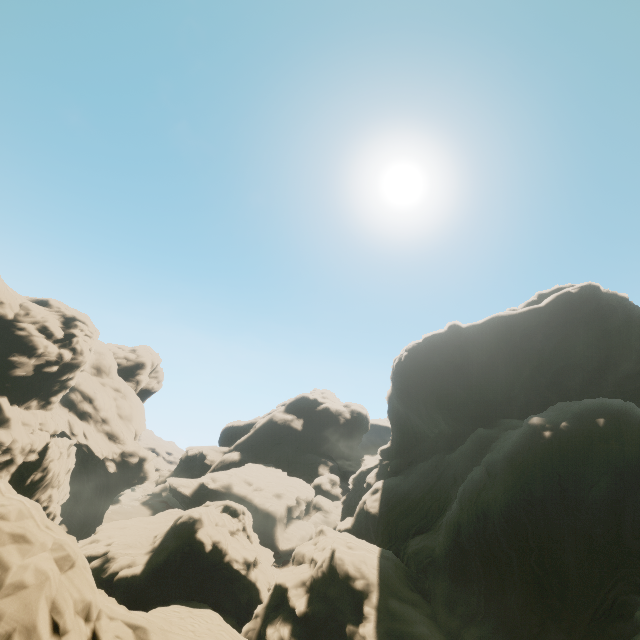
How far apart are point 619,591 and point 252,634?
32.9m
